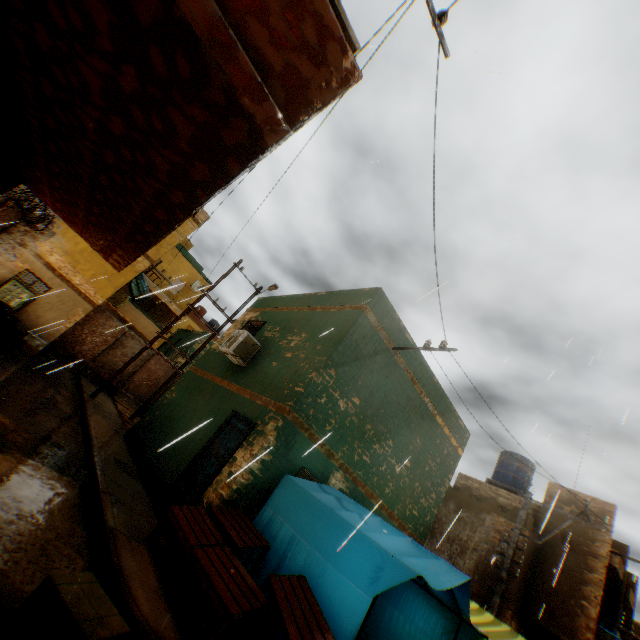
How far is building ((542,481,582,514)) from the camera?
12.6 meters

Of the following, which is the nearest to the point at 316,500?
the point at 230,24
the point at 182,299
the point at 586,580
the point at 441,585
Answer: the point at 441,585

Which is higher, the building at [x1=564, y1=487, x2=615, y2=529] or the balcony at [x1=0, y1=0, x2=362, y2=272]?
the building at [x1=564, y1=487, x2=615, y2=529]

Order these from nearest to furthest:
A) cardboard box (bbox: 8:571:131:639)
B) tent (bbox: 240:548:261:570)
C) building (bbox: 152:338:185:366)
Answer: cardboard box (bbox: 8:571:131:639) → tent (bbox: 240:548:261:570) → building (bbox: 152:338:185:366)

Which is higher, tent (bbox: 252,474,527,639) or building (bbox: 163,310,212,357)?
building (bbox: 163,310,212,357)

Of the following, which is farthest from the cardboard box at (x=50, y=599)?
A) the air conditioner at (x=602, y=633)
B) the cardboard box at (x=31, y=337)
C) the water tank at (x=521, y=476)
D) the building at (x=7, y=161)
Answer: the water tank at (x=521, y=476)

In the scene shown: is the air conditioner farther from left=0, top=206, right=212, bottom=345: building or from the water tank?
the water tank

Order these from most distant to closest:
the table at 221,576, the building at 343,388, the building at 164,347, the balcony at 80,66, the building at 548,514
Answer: the building at 164,347
the building at 548,514
the building at 343,388
the table at 221,576
the balcony at 80,66
